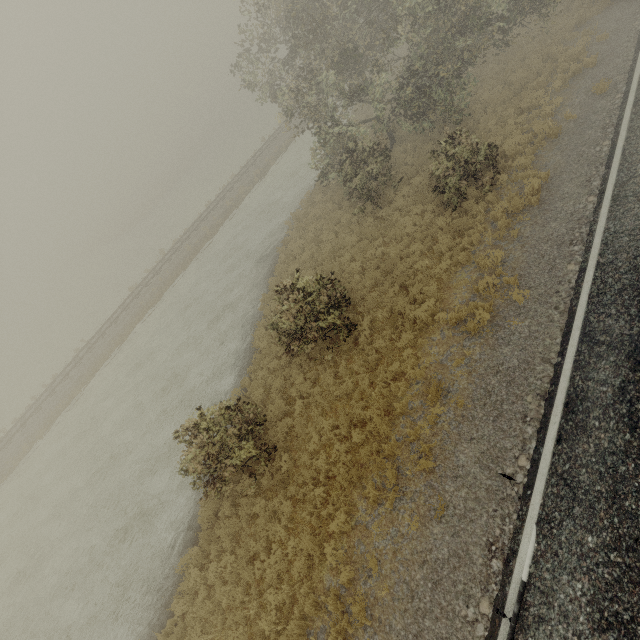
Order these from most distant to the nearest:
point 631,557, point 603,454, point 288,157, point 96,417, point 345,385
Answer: point 288,157 < point 96,417 < point 345,385 < point 603,454 < point 631,557
